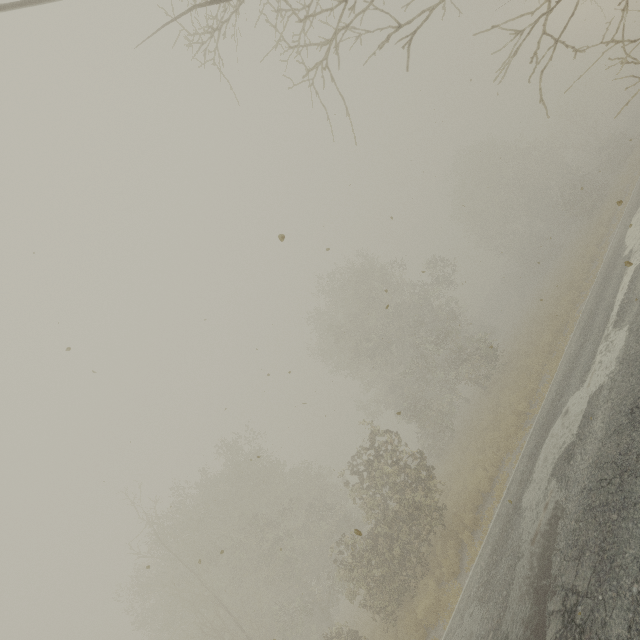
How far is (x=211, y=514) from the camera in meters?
24.4 m
